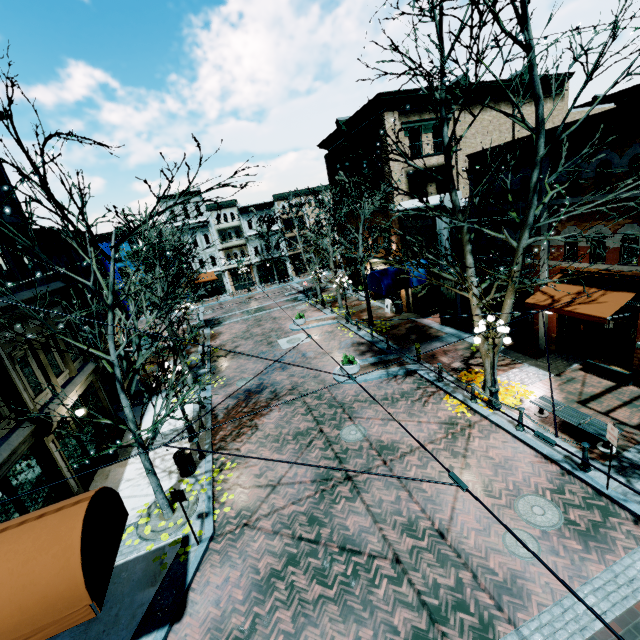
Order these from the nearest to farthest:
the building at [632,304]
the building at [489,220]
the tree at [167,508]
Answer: the tree at [167,508], the building at [632,304], the building at [489,220]

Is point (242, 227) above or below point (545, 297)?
above

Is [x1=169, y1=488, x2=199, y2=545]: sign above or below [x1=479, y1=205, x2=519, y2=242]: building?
below

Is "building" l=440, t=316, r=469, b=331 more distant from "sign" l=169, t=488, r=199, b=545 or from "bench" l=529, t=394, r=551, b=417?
"sign" l=169, t=488, r=199, b=545

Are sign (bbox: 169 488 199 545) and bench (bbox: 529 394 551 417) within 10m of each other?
no

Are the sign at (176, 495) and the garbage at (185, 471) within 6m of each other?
yes

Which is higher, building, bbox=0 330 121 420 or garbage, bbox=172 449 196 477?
building, bbox=0 330 121 420

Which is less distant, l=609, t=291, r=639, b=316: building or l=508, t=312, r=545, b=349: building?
l=609, t=291, r=639, b=316: building
